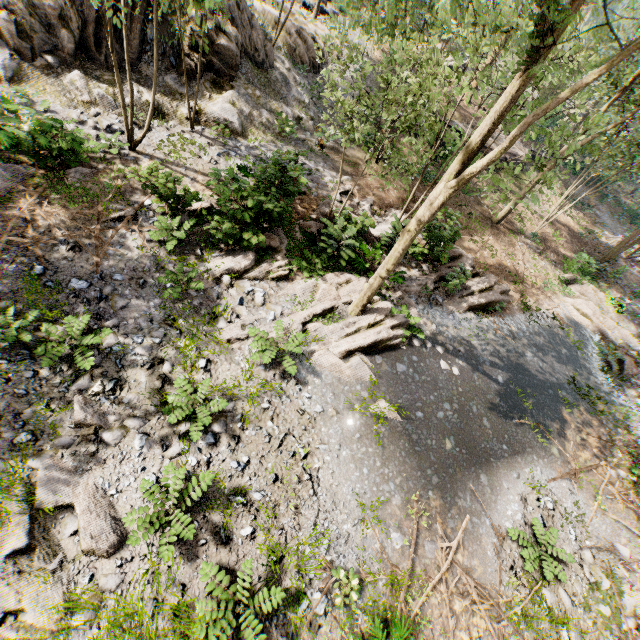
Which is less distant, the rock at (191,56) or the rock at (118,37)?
the rock at (118,37)

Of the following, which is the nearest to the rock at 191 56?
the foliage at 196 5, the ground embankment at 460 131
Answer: the foliage at 196 5

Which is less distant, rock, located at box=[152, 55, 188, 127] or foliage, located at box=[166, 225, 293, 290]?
foliage, located at box=[166, 225, 293, 290]

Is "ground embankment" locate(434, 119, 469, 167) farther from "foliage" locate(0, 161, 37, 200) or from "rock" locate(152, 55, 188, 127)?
"rock" locate(152, 55, 188, 127)

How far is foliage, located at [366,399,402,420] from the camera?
9.1 meters

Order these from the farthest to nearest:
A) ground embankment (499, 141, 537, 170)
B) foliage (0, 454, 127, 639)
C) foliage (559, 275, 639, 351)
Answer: ground embankment (499, 141, 537, 170), foliage (559, 275, 639, 351), foliage (0, 454, 127, 639)

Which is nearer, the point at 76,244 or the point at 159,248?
the point at 76,244
